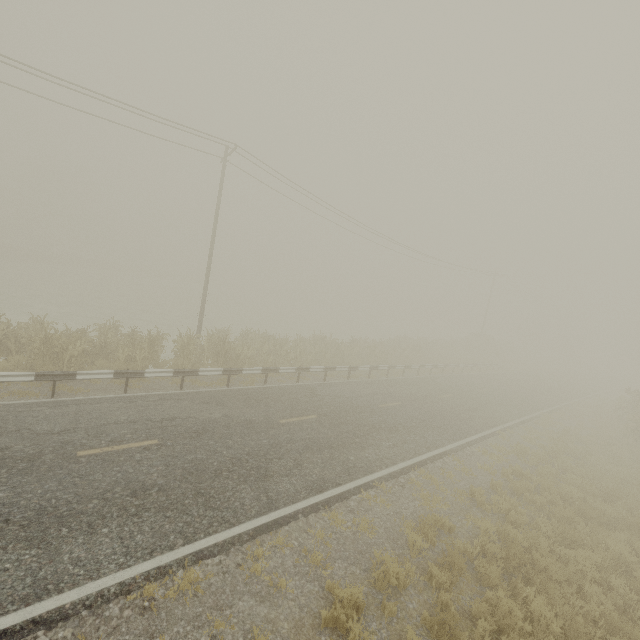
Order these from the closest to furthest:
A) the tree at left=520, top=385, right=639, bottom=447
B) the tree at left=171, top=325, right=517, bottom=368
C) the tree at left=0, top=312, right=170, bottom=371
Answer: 1. the tree at left=0, top=312, right=170, bottom=371
2. the tree at left=171, top=325, right=517, bottom=368
3. the tree at left=520, top=385, right=639, bottom=447

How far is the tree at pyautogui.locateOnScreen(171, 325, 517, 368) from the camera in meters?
16.4

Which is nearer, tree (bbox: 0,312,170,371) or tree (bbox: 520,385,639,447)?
tree (bbox: 0,312,170,371)

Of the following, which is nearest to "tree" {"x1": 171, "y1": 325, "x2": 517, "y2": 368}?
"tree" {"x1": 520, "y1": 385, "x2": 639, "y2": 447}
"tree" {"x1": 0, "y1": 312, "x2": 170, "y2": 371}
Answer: "tree" {"x1": 520, "y1": 385, "x2": 639, "y2": 447}

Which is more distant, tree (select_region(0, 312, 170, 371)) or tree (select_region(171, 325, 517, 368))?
tree (select_region(171, 325, 517, 368))

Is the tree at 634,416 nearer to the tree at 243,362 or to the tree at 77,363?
the tree at 243,362

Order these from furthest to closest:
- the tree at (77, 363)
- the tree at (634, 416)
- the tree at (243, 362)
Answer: the tree at (634, 416) → the tree at (243, 362) → the tree at (77, 363)

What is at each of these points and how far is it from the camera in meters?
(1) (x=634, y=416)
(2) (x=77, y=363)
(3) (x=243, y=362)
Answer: (1) tree, 18.5 m
(2) tree, 12.2 m
(3) tree, 16.7 m
